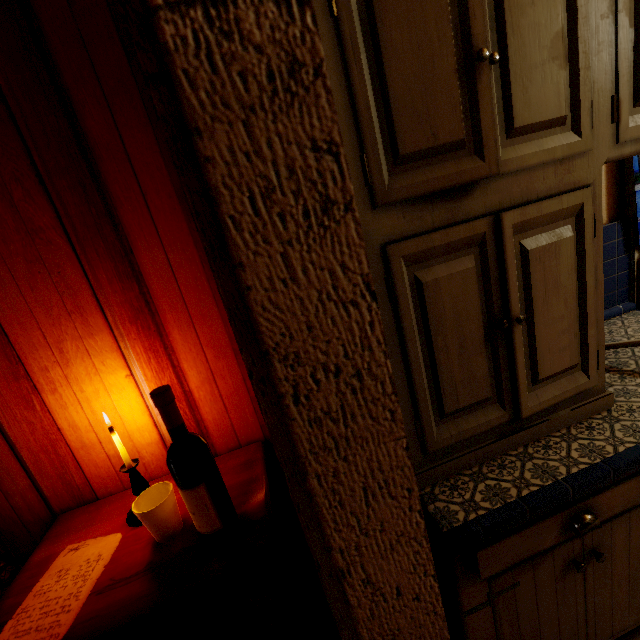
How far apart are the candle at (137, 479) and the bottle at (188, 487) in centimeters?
26cm

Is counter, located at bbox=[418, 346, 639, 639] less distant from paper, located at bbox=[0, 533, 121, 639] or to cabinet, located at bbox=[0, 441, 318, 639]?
cabinet, located at bbox=[0, 441, 318, 639]

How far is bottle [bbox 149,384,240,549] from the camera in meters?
0.8 m

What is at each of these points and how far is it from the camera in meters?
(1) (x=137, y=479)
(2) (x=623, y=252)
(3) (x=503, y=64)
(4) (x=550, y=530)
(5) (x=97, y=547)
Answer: (1) candle, 1.1
(2) counter, 1.5
(3) cabinet, 0.7
(4) counter, 0.8
(5) paper, 1.0

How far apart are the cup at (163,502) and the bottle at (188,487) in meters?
0.1

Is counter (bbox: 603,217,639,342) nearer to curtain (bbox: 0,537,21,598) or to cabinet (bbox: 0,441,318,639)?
cabinet (bbox: 0,441,318,639)

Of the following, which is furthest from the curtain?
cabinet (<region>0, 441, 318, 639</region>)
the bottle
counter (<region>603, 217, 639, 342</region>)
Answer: counter (<region>603, 217, 639, 342</region>)

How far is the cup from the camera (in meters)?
0.91
